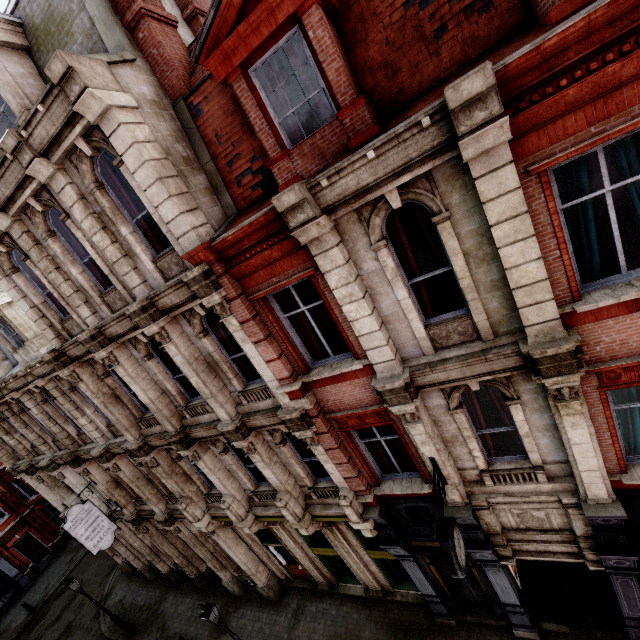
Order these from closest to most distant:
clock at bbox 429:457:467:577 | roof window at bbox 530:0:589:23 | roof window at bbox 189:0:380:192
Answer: roof window at bbox 530:0:589:23 → roof window at bbox 189:0:380:192 → clock at bbox 429:457:467:577

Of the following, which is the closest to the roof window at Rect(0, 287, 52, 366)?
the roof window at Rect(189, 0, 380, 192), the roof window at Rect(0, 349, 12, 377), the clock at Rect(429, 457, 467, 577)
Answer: the roof window at Rect(0, 349, 12, 377)

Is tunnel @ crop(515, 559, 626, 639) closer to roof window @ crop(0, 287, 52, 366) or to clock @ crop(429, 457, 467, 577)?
clock @ crop(429, 457, 467, 577)

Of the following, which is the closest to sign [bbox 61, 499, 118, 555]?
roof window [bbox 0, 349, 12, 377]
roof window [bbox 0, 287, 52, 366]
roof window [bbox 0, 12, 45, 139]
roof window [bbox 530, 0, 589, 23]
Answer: roof window [bbox 0, 287, 52, 366]

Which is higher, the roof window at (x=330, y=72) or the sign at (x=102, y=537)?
the roof window at (x=330, y=72)

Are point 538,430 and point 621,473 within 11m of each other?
yes

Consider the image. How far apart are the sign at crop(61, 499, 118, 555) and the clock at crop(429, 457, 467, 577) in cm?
1478

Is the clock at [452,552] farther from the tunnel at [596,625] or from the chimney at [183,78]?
the chimney at [183,78]
